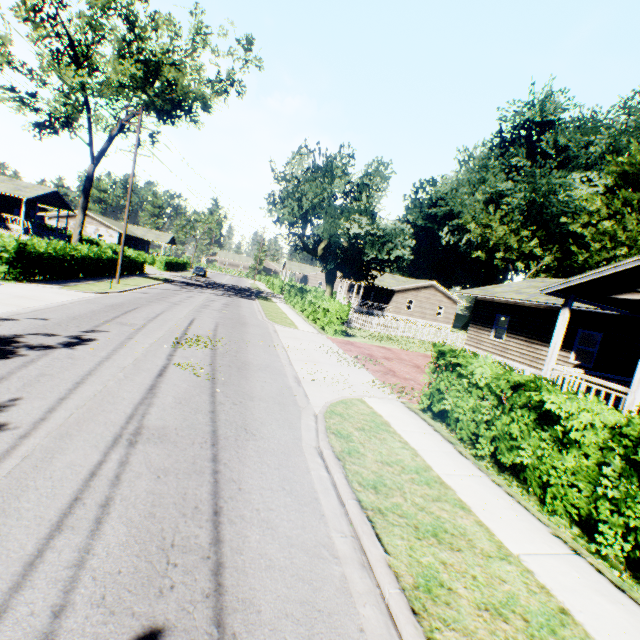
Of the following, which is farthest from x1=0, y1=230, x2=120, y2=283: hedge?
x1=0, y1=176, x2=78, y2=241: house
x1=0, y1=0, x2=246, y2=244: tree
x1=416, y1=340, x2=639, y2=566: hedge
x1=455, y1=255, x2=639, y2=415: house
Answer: x1=0, y1=176, x2=78, y2=241: house

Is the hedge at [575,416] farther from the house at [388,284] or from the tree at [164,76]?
the house at [388,284]

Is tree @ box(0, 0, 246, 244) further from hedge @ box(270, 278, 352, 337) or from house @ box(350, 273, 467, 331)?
house @ box(350, 273, 467, 331)

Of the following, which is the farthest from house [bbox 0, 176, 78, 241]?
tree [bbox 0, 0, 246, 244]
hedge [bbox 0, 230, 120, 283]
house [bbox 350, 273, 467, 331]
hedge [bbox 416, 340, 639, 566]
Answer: house [bbox 350, 273, 467, 331]

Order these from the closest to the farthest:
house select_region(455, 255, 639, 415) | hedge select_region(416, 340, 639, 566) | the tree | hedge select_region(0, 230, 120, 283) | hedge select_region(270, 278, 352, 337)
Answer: hedge select_region(416, 340, 639, 566) < house select_region(455, 255, 639, 415) < hedge select_region(0, 230, 120, 283) < the tree < hedge select_region(270, 278, 352, 337)

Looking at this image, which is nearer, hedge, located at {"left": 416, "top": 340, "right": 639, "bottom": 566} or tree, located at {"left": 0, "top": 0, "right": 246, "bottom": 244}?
hedge, located at {"left": 416, "top": 340, "right": 639, "bottom": 566}

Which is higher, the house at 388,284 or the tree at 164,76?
the tree at 164,76

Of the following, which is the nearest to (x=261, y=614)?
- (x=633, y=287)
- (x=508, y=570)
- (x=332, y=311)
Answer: (x=508, y=570)
